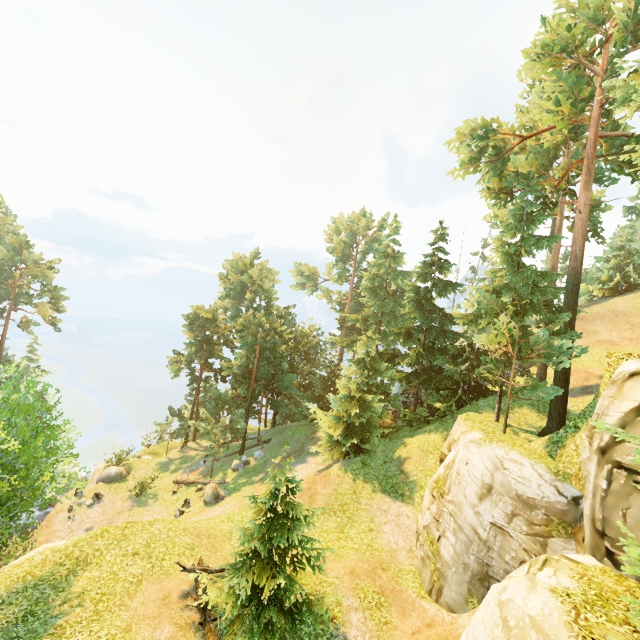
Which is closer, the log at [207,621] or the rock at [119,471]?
the log at [207,621]

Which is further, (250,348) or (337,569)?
(250,348)

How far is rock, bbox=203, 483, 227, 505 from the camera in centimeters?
2359cm

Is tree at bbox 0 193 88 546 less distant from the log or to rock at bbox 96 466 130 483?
the log

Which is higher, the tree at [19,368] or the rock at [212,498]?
the tree at [19,368]

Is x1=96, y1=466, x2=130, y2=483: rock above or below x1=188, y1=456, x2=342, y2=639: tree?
below

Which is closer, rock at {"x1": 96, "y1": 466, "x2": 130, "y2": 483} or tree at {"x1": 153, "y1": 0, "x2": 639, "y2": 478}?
tree at {"x1": 153, "y1": 0, "x2": 639, "y2": 478}

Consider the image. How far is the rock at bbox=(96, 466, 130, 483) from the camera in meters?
28.3 m
